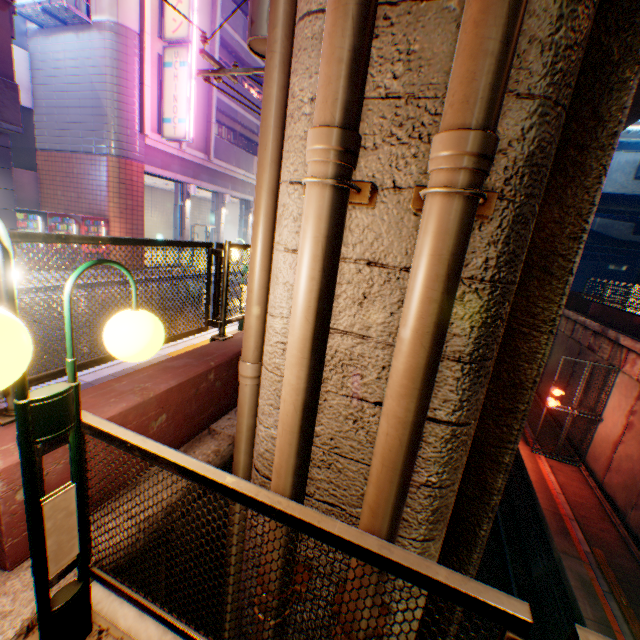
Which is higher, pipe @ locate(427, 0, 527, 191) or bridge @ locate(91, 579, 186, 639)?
pipe @ locate(427, 0, 527, 191)

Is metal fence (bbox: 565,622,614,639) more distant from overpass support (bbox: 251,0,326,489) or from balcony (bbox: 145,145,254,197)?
balcony (bbox: 145,145,254,197)

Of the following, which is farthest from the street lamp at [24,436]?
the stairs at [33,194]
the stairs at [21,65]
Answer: the stairs at [21,65]

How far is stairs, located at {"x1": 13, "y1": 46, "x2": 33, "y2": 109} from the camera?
12.9m

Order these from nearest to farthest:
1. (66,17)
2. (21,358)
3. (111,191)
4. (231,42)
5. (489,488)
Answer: (21,358) < (489,488) < (66,17) < (111,191) < (231,42)

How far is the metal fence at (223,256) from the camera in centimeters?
235cm

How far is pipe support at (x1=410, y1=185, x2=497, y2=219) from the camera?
1.2m
